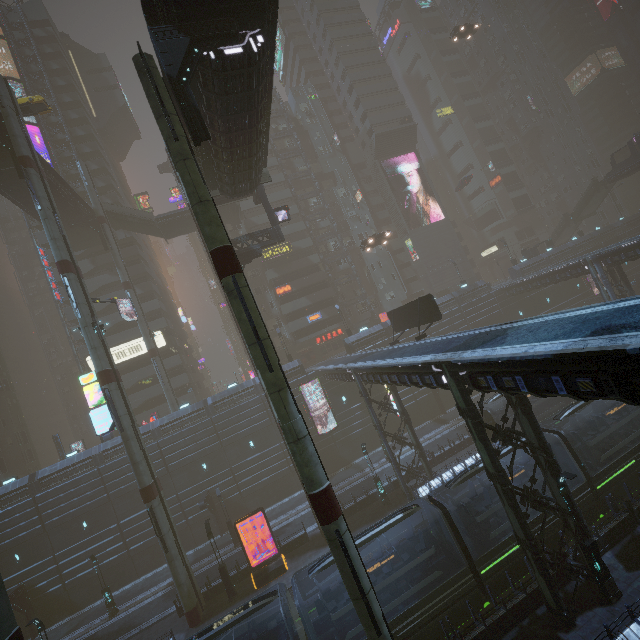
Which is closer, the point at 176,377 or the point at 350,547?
the point at 350,547

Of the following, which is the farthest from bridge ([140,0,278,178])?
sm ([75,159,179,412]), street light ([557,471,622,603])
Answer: street light ([557,471,622,603])

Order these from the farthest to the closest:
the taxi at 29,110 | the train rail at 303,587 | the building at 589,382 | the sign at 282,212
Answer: the taxi at 29,110 < the sign at 282,212 < the train rail at 303,587 < the building at 589,382

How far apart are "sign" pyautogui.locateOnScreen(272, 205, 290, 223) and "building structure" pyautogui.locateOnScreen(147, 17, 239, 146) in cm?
1633

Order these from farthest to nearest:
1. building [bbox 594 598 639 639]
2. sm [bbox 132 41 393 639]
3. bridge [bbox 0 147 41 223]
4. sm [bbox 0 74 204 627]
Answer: bridge [bbox 0 147 41 223] < sm [bbox 0 74 204 627] < building [bbox 594 598 639 639] < sm [bbox 132 41 393 639]

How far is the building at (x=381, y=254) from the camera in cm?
5041

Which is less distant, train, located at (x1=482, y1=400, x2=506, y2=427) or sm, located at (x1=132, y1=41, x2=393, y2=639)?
sm, located at (x1=132, y1=41, x2=393, y2=639)

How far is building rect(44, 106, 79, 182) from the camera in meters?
48.8
